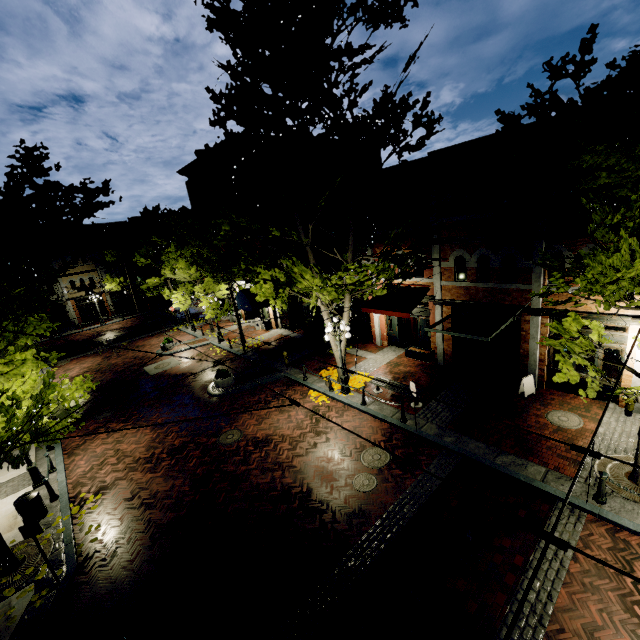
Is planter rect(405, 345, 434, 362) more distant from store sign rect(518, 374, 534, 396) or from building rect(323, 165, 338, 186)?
store sign rect(518, 374, 534, 396)

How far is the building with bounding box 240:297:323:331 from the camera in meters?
22.2

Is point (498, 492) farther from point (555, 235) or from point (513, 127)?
point (513, 127)

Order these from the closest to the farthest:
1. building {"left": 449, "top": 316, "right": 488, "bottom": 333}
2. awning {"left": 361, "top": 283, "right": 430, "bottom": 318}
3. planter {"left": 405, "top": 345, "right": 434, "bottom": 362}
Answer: building {"left": 449, "top": 316, "right": 488, "bottom": 333} < awning {"left": 361, "top": 283, "right": 430, "bottom": 318} < planter {"left": 405, "top": 345, "right": 434, "bottom": 362}

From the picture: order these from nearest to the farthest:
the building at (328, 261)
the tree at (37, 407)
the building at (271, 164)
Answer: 1. the tree at (37, 407)
2. the building at (328, 261)
3. the building at (271, 164)

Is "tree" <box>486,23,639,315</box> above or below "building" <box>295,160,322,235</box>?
below

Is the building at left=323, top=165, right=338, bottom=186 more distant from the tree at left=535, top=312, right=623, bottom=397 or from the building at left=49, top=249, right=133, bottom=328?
the building at left=49, top=249, right=133, bottom=328

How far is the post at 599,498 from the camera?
7.80m
